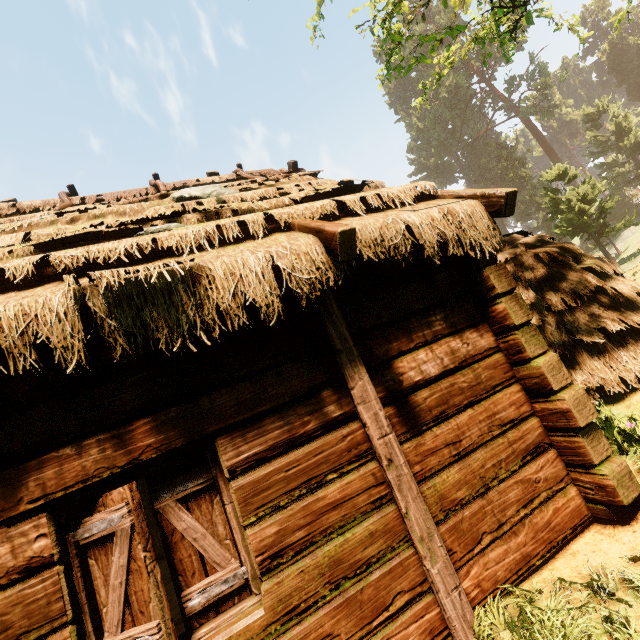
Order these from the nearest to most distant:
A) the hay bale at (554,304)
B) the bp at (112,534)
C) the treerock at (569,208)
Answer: the bp at (112,534), the hay bale at (554,304), the treerock at (569,208)

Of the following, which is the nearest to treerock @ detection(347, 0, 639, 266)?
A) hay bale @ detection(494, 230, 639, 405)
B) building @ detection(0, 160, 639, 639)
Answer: building @ detection(0, 160, 639, 639)

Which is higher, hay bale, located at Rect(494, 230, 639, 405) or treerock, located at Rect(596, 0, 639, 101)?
treerock, located at Rect(596, 0, 639, 101)

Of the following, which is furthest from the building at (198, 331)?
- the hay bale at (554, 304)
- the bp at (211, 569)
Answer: the hay bale at (554, 304)

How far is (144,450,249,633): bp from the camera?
2.4m

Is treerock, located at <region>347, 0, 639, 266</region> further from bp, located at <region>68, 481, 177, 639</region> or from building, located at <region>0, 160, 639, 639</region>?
bp, located at <region>68, 481, 177, 639</region>

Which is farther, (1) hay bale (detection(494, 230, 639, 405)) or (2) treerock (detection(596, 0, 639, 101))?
(2) treerock (detection(596, 0, 639, 101))

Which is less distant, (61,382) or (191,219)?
(61,382)
